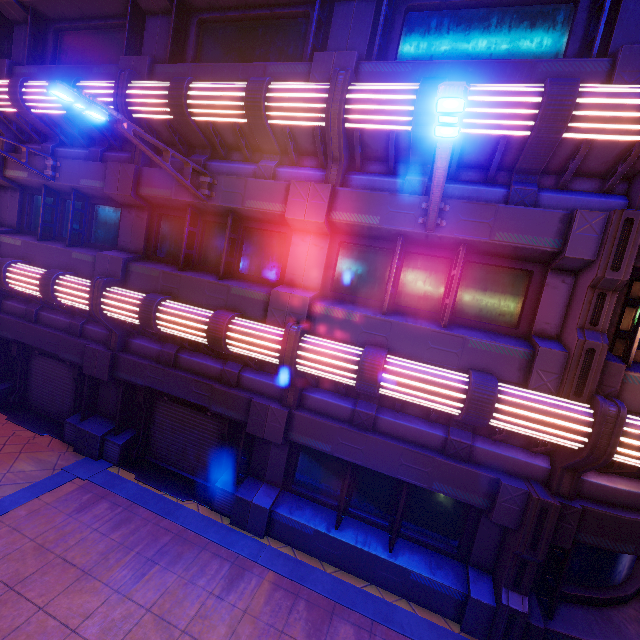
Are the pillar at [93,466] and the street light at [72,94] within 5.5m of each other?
no

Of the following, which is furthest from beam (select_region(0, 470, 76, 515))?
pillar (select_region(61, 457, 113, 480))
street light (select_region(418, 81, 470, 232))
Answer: street light (select_region(418, 81, 470, 232))

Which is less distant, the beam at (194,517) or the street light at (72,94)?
the street light at (72,94)

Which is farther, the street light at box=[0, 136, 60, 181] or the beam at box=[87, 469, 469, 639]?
the street light at box=[0, 136, 60, 181]

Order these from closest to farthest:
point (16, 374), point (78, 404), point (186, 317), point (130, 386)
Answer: point (186, 317) < point (130, 386) < point (78, 404) < point (16, 374)

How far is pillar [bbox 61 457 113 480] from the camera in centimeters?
790cm

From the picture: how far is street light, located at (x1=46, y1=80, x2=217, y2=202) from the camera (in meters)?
4.27

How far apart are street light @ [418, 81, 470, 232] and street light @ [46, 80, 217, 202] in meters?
4.5 m
